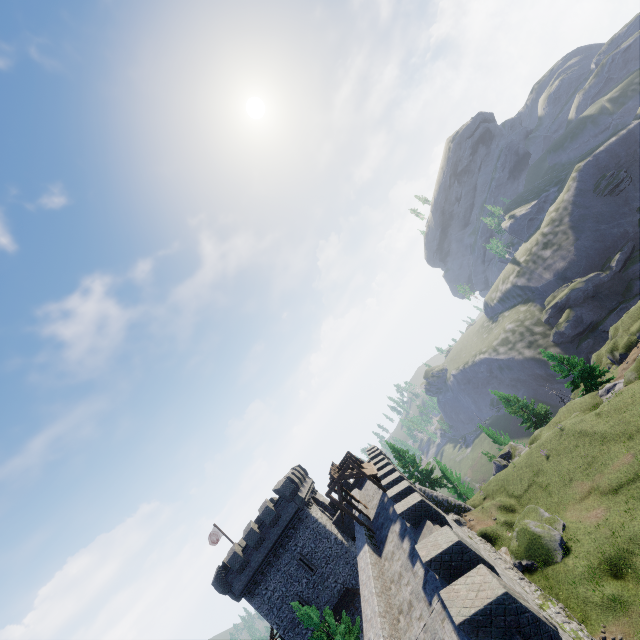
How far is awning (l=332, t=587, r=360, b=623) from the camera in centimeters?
2978cm

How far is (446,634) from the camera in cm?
1022

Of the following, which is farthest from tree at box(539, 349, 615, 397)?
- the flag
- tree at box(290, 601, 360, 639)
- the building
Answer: the flag

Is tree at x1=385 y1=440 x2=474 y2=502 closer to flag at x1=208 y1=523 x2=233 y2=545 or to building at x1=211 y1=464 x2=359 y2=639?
building at x1=211 y1=464 x2=359 y2=639

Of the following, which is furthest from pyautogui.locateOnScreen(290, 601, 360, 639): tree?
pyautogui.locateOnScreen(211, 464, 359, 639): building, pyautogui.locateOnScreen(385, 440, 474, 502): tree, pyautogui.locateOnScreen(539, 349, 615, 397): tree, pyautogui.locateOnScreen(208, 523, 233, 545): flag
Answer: pyautogui.locateOnScreen(539, 349, 615, 397): tree

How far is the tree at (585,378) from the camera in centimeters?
3875cm

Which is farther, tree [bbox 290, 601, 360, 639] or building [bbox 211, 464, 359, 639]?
building [bbox 211, 464, 359, 639]

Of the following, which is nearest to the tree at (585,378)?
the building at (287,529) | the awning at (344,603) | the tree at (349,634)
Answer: the building at (287,529)
